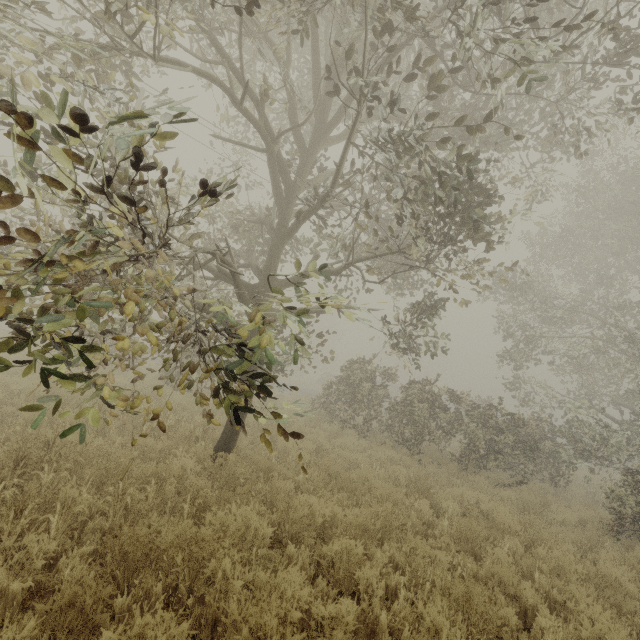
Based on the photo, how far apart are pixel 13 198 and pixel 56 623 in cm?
315

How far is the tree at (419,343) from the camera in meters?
8.0 m

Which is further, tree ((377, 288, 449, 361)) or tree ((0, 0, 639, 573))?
tree ((377, 288, 449, 361))

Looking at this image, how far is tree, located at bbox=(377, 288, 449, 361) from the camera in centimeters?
798cm

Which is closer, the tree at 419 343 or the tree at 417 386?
the tree at 417 386
